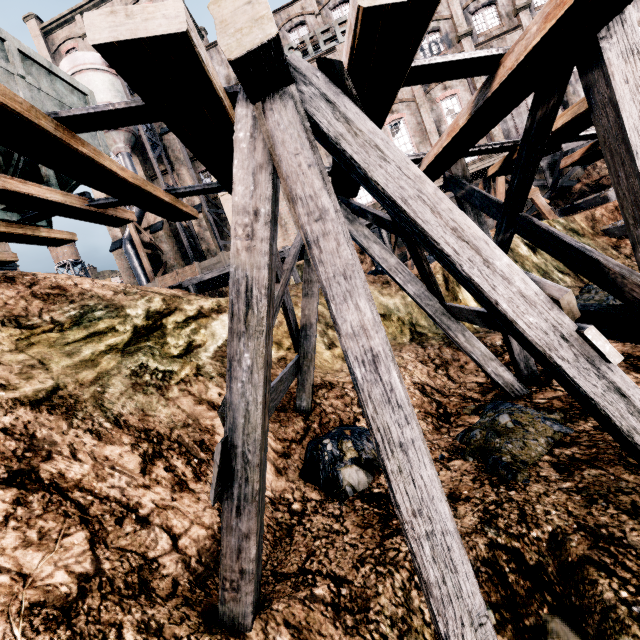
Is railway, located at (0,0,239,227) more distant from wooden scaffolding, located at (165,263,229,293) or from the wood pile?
the wood pile

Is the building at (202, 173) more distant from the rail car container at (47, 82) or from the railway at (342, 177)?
the railway at (342, 177)

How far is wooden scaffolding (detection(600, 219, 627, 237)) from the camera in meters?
13.5 m

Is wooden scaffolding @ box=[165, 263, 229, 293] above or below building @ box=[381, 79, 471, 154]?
below

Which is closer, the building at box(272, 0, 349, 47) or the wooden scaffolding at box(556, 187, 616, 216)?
the wooden scaffolding at box(556, 187, 616, 216)

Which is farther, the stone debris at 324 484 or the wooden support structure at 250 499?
the stone debris at 324 484

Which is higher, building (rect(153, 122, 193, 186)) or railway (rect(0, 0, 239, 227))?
building (rect(153, 122, 193, 186))

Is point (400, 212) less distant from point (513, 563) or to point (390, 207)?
point (390, 207)
